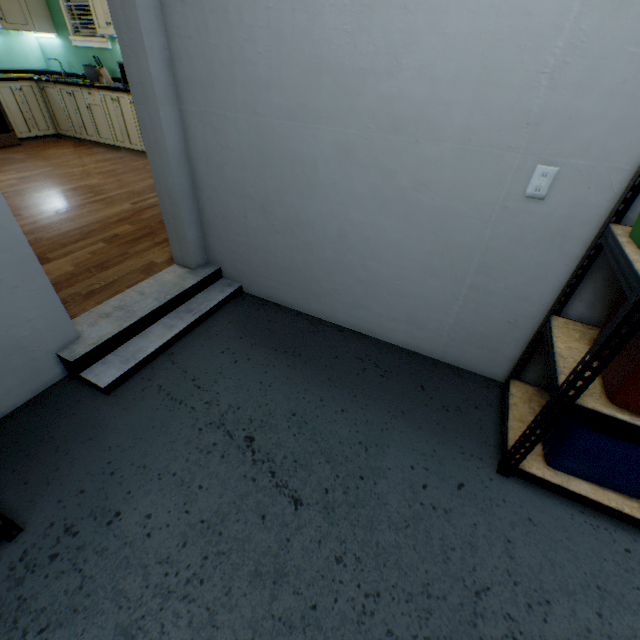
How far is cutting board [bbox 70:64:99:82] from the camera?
5.0m

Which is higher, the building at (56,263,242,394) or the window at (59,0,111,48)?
the window at (59,0,111,48)

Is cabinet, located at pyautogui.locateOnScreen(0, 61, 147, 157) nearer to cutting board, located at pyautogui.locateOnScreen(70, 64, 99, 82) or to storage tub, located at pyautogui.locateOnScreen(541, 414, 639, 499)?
cutting board, located at pyautogui.locateOnScreen(70, 64, 99, 82)

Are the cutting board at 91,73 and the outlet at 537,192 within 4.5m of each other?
no

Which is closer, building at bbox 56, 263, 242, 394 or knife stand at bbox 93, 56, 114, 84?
building at bbox 56, 263, 242, 394

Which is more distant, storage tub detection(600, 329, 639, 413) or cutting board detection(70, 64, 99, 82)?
cutting board detection(70, 64, 99, 82)

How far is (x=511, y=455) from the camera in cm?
142

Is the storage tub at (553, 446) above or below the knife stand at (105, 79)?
below
